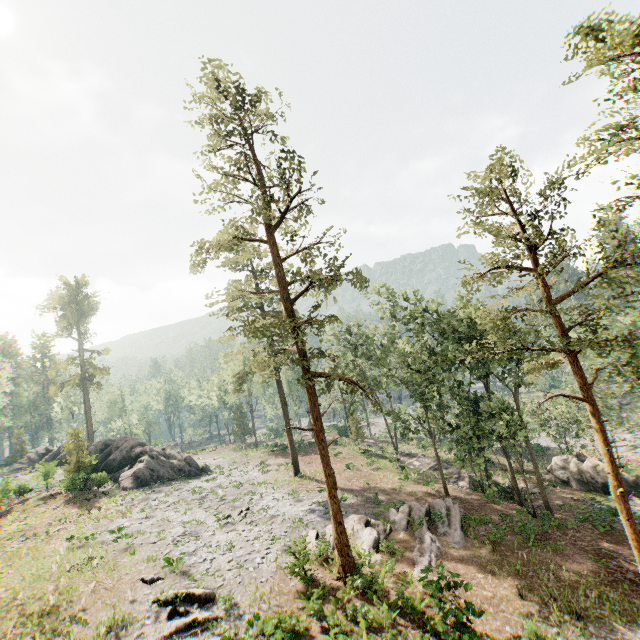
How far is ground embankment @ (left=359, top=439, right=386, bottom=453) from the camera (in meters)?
43.88

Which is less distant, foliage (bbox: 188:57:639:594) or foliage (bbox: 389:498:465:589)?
foliage (bbox: 188:57:639:594)

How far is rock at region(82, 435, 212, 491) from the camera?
33.5m

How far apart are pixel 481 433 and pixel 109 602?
26.30m

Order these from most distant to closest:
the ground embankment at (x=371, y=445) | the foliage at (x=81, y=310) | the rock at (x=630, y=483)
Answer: the foliage at (x=81, y=310), the ground embankment at (x=371, y=445), the rock at (x=630, y=483)

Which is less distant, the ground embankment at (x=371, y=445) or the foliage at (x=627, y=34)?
the foliage at (x=627, y=34)

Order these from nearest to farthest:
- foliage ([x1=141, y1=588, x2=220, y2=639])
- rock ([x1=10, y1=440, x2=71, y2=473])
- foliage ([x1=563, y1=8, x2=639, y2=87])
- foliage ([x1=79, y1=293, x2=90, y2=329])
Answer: foliage ([x1=563, y1=8, x2=639, y2=87]) → foliage ([x1=141, y1=588, x2=220, y2=639]) → rock ([x1=10, y1=440, x2=71, y2=473]) → foliage ([x1=79, y1=293, x2=90, y2=329])

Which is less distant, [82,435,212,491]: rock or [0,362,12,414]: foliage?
[82,435,212,491]: rock
